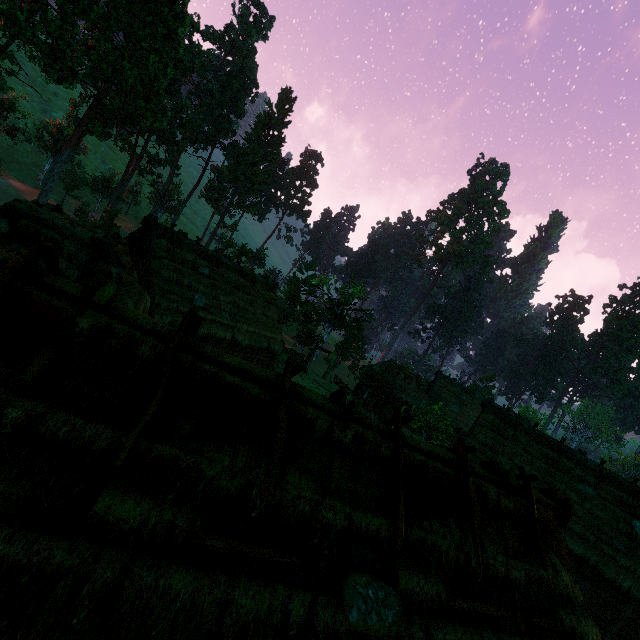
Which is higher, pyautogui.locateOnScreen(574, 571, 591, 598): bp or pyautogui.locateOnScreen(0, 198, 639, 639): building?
pyautogui.locateOnScreen(0, 198, 639, 639): building

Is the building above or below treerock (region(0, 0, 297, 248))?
below

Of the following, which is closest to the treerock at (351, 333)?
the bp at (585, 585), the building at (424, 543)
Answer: the building at (424, 543)

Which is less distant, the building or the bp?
the building

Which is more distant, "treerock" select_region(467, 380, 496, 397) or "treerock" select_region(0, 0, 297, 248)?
"treerock" select_region(467, 380, 496, 397)

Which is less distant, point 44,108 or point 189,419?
point 189,419

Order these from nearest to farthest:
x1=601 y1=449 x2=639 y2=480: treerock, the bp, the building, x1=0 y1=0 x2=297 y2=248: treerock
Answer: the building → the bp → x1=0 y1=0 x2=297 y2=248: treerock → x1=601 y1=449 x2=639 y2=480: treerock

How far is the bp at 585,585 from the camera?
17.3m
